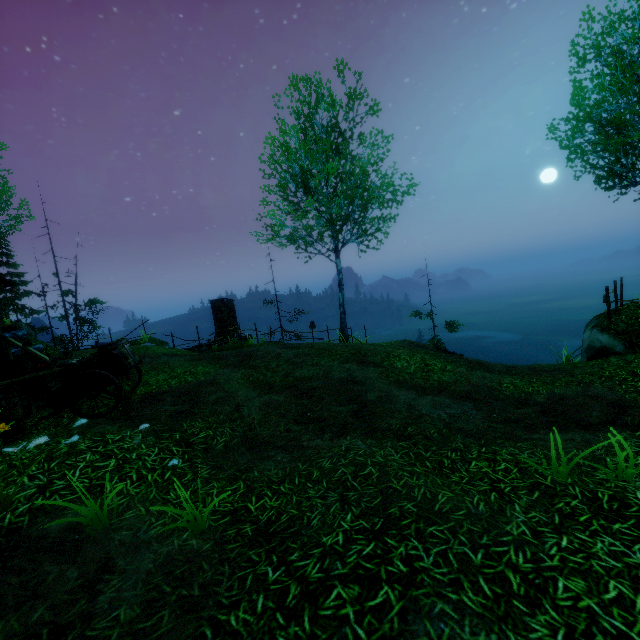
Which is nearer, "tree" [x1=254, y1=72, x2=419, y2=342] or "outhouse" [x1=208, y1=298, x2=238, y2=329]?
"tree" [x1=254, y1=72, x2=419, y2=342]

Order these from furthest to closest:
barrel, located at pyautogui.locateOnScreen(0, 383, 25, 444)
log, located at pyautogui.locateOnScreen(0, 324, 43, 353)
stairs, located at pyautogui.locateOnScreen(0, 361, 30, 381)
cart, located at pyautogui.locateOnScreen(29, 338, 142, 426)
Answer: log, located at pyautogui.locateOnScreen(0, 324, 43, 353) → stairs, located at pyautogui.locateOnScreen(0, 361, 30, 381) → cart, located at pyautogui.locateOnScreen(29, 338, 142, 426) → barrel, located at pyautogui.locateOnScreen(0, 383, 25, 444)

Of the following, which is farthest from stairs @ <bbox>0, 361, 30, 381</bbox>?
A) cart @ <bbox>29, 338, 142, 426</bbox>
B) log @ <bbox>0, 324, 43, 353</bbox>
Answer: cart @ <bbox>29, 338, 142, 426</bbox>

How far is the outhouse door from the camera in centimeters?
2148cm

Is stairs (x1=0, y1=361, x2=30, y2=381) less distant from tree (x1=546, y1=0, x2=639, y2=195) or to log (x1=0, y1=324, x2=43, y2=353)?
log (x1=0, y1=324, x2=43, y2=353)

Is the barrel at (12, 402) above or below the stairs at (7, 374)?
below

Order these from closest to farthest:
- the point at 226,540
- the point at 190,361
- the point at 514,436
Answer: the point at 226,540 < the point at 514,436 < the point at 190,361

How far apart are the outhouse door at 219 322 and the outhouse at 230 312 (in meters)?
0.01
